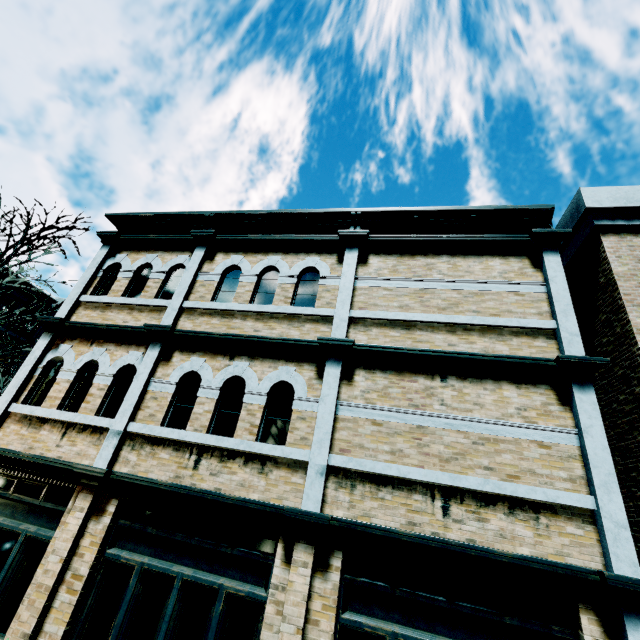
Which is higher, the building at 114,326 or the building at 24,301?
the building at 24,301

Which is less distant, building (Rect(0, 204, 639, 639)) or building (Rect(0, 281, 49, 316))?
building (Rect(0, 204, 639, 639))

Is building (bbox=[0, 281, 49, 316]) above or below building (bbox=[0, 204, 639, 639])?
above

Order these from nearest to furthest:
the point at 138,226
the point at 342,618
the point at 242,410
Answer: the point at 342,618 → the point at 242,410 → the point at 138,226

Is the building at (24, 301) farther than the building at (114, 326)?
Yes
